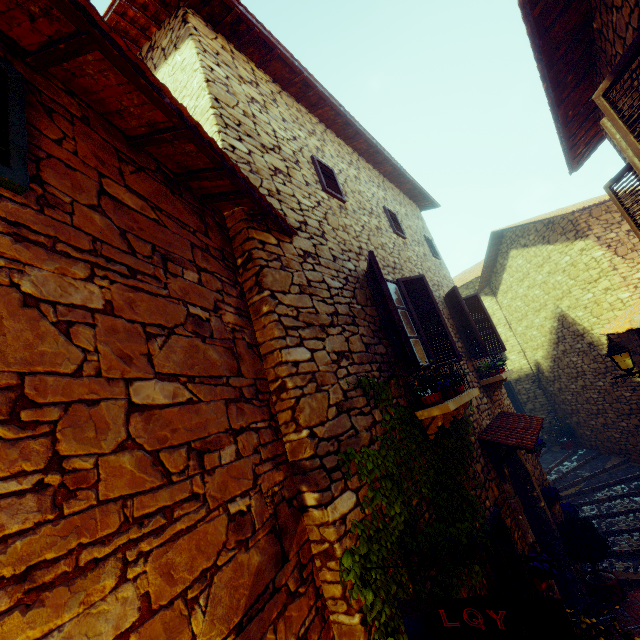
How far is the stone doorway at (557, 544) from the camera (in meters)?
6.23

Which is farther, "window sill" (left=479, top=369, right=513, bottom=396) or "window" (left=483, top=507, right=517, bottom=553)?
"window sill" (left=479, top=369, right=513, bottom=396)

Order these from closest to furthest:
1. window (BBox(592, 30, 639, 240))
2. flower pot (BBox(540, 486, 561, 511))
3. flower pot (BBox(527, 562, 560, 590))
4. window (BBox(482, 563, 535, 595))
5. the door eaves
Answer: window (BBox(592, 30, 639, 240)) → window (BBox(482, 563, 535, 595)) → flower pot (BBox(527, 562, 560, 590)) → the door eaves → flower pot (BBox(540, 486, 561, 511))

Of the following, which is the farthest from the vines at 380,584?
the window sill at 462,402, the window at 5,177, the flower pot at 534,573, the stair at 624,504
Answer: the stair at 624,504

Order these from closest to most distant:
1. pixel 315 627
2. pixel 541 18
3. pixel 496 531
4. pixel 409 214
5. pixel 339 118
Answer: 1. pixel 315 627
2. pixel 541 18
3. pixel 496 531
4. pixel 339 118
5. pixel 409 214

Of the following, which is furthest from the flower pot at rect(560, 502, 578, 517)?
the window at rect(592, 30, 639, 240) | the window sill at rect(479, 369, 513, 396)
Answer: the window at rect(592, 30, 639, 240)

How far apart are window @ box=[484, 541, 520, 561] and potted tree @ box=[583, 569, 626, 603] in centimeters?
254cm

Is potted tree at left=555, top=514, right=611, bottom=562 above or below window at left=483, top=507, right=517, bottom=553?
below
